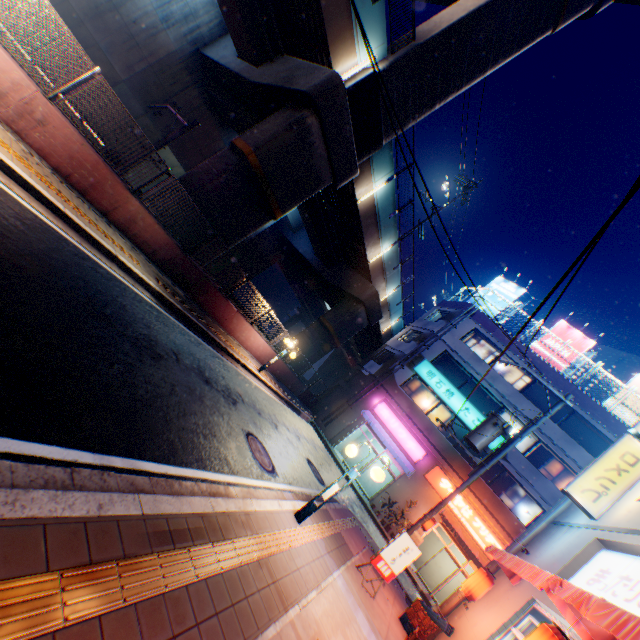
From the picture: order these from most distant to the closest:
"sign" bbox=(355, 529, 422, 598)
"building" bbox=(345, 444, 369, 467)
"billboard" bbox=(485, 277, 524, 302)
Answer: "billboard" bbox=(485, 277, 524, 302) → "building" bbox=(345, 444, 369, 467) → "sign" bbox=(355, 529, 422, 598)

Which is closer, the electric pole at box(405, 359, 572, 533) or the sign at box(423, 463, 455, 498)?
the electric pole at box(405, 359, 572, 533)

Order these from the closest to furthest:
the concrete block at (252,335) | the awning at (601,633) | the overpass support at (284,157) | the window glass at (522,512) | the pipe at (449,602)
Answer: the awning at (601,633) → the concrete block at (252,335) → the pipe at (449,602) → the overpass support at (284,157) → the window glass at (522,512)

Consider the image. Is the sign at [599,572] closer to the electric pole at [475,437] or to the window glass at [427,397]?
the electric pole at [475,437]

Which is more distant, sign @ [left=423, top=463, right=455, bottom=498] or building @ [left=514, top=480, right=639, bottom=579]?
sign @ [left=423, top=463, right=455, bottom=498]

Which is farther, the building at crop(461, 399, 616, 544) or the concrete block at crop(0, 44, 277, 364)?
the building at crop(461, 399, 616, 544)

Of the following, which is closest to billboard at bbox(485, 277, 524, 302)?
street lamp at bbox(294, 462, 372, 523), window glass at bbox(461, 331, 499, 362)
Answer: window glass at bbox(461, 331, 499, 362)

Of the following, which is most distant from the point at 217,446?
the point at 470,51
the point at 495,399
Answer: the point at 495,399
